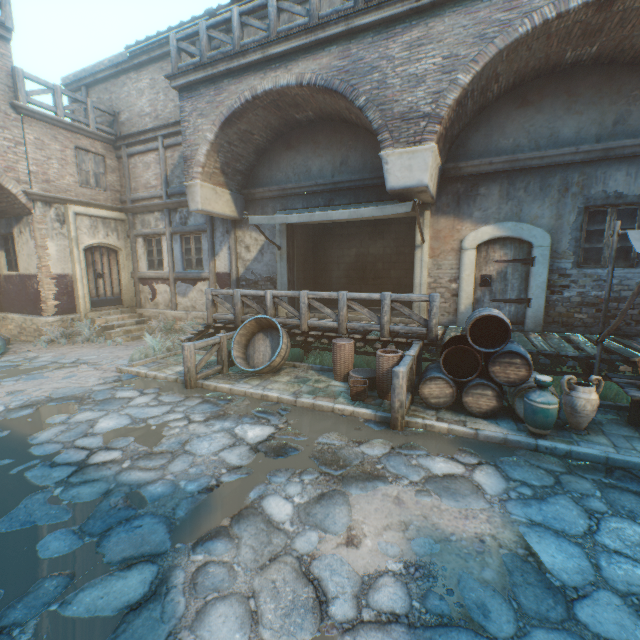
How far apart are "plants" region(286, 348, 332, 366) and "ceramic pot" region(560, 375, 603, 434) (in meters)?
4.13

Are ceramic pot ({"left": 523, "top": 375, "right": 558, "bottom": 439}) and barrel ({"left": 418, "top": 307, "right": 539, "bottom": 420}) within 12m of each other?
yes

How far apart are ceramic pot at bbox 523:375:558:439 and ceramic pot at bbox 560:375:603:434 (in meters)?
0.27

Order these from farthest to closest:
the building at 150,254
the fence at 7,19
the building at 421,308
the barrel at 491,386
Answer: the building at 150,254 < the fence at 7,19 < the building at 421,308 < the barrel at 491,386

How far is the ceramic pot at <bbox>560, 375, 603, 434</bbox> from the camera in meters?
4.6 m

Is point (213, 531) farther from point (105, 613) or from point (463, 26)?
point (463, 26)

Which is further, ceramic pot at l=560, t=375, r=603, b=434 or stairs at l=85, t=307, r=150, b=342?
stairs at l=85, t=307, r=150, b=342

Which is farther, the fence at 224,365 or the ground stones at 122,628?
the fence at 224,365
